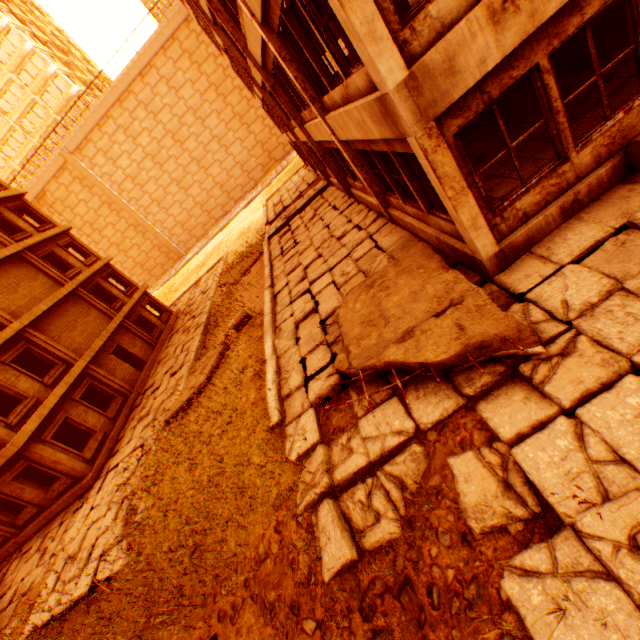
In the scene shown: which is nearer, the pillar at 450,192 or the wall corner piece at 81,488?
the pillar at 450,192

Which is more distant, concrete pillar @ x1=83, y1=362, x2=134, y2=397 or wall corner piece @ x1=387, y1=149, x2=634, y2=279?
concrete pillar @ x1=83, y1=362, x2=134, y2=397

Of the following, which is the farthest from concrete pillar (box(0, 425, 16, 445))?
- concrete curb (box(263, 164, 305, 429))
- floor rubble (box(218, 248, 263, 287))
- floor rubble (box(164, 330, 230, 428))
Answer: floor rubble (box(218, 248, 263, 287))

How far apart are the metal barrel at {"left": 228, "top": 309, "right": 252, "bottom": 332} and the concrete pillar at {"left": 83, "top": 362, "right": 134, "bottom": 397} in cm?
913

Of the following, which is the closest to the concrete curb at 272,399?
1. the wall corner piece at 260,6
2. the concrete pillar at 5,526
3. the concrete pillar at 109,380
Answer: the wall corner piece at 260,6

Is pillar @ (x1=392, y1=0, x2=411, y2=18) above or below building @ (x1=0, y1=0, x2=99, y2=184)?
below

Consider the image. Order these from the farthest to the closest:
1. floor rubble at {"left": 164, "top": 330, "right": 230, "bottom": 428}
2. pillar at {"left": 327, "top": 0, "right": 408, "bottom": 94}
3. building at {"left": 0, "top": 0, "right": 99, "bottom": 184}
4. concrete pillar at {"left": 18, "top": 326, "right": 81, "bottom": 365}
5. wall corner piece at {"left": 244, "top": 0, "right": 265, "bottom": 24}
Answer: building at {"left": 0, "top": 0, "right": 99, "bottom": 184}, concrete pillar at {"left": 18, "top": 326, "right": 81, "bottom": 365}, floor rubble at {"left": 164, "top": 330, "right": 230, "bottom": 428}, wall corner piece at {"left": 244, "top": 0, "right": 265, "bottom": 24}, pillar at {"left": 327, "top": 0, "right": 408, "bottom": 94}

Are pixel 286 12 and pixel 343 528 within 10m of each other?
yes
